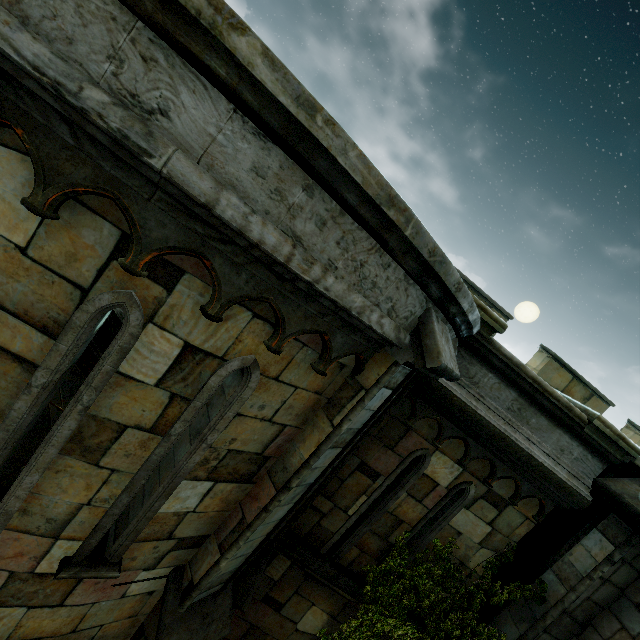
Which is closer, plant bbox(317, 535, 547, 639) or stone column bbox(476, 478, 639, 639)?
stone column bbox(476, 478, 639, 639)

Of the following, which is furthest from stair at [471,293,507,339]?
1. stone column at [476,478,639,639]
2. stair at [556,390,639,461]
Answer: stone column at [476,478,639,639]

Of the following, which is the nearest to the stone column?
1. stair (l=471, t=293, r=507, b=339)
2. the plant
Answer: the plant

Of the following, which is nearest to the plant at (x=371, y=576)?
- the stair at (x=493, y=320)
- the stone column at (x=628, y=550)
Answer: the stone column at (x=628, y=550)

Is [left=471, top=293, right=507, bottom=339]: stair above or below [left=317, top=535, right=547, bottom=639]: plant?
above

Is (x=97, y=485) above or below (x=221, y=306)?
below

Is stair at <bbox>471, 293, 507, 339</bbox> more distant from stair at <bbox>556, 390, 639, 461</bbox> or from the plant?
the plant

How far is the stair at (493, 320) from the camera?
4.2 meters
